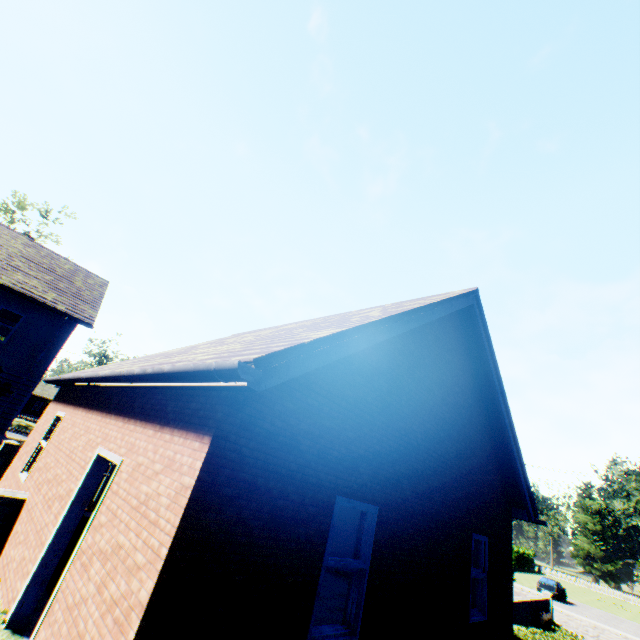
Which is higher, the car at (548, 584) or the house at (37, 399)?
the house at (37, 399)

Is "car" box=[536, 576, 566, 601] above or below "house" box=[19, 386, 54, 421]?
below

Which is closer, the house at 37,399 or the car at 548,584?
the car at 548,584

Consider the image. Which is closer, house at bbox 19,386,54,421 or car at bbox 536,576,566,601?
car at bbox 536,576,566,601

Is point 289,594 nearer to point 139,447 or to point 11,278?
point 139,447

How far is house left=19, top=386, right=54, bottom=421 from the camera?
56.17m

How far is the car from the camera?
31.8m
